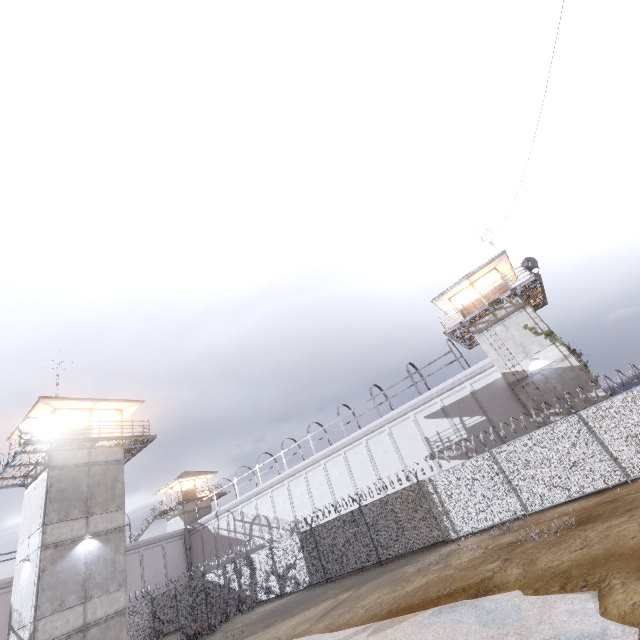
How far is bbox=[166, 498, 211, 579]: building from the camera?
38.03m

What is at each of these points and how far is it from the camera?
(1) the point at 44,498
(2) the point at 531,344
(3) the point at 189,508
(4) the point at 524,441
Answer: (1) building, 17.7m
(2) building, 21.5m
(3) building, 40.8m
(4) fence, 14.6m

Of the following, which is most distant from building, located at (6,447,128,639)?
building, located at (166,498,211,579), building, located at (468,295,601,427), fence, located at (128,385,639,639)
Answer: building, located at (468,295,601,427)

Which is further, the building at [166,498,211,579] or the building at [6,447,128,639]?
the building at [166,498,211,579]

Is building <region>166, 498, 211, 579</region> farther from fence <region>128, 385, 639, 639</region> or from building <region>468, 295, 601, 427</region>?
building <region>468, 295, 601, 427</region>

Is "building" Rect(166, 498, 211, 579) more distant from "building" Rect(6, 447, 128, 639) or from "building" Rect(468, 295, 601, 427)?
"building" Rect(468, 295, 601, 427)

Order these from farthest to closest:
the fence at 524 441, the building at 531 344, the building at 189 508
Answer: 1. the building at 189 508
2. the building at 531 344
3. the fence at 524 441

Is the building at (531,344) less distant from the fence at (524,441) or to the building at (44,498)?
the fence at (524,441)
